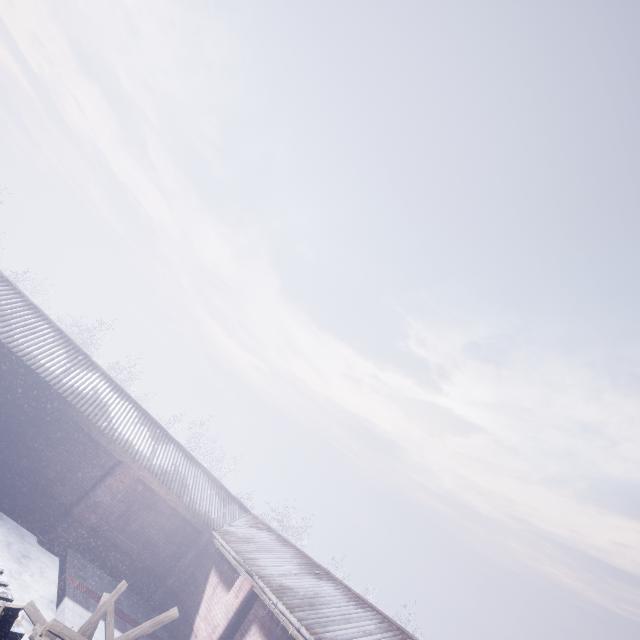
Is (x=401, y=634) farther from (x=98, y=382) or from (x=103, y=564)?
(x=98, y=382)
